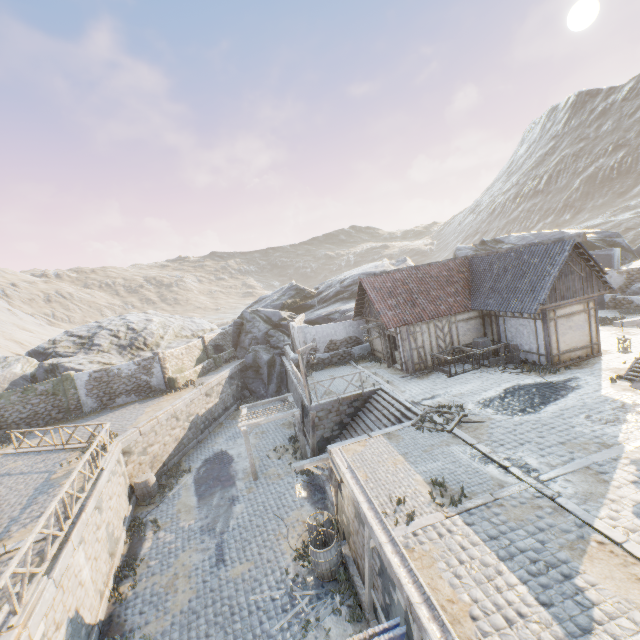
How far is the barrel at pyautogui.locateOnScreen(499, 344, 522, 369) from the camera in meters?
16.2

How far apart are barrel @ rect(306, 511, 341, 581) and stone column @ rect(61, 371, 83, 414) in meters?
20.7

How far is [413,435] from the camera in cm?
1191

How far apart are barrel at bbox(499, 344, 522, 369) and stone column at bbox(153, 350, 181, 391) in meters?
22.2

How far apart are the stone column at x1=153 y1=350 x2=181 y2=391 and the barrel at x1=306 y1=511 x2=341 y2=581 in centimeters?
1764cm

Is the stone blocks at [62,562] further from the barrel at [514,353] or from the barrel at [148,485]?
the barrel at [514,353]

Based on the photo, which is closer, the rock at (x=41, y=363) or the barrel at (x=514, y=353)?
the barrel at (x=514, y=353)

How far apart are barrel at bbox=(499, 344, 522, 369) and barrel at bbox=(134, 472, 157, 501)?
19.26m
